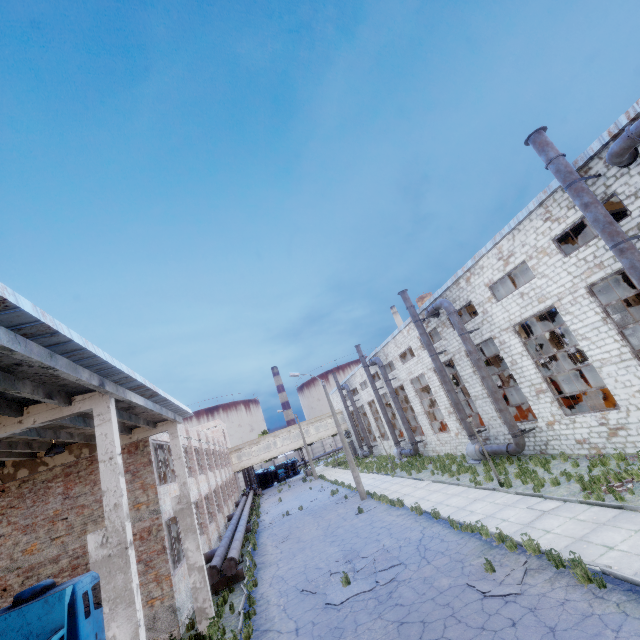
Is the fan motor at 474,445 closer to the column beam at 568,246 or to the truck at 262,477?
the column beam at 568,246

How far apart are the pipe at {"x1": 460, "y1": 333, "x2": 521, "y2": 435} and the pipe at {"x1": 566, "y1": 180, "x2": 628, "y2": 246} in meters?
8.8

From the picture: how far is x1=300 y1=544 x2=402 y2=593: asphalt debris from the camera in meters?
11.3

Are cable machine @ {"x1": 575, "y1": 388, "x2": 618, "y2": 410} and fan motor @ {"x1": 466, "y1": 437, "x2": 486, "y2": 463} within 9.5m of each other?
yes

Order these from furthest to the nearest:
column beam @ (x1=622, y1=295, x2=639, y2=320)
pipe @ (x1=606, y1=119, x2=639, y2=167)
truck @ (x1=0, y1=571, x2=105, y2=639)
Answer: →
column beam @ (x1=622, y1=295, x2=639, y2=320)
pipe @ (x1=606, y1=119, x2=639, y2=167)
truck @ (x1=0, y1=571, x2=105, y2=639)

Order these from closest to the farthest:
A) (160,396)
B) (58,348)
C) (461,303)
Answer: (58,348) → (160,396) → (461,303)

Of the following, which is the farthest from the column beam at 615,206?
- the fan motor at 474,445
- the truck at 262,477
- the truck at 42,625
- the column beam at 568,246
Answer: the truck at 262,477

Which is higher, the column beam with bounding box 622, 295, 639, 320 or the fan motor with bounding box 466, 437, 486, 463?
the column beam with bounding box 622, 295, 639, 320
